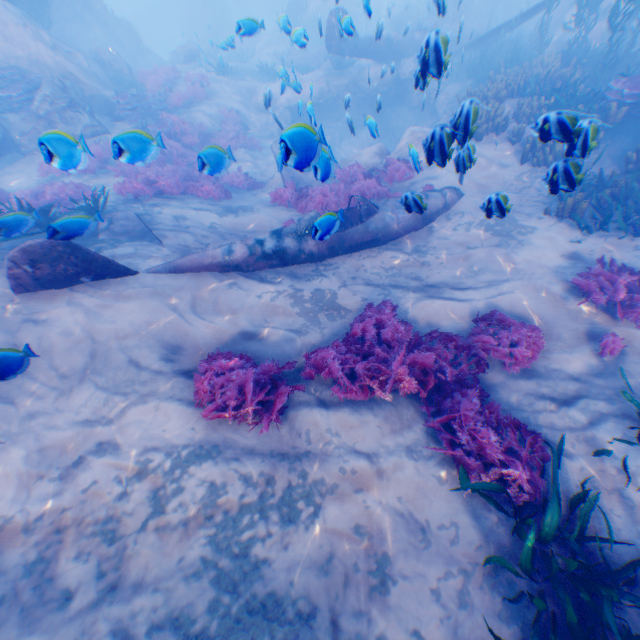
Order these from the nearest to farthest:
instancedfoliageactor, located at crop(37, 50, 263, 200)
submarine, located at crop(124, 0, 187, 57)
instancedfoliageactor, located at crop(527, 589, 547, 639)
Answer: instancedfoliageactor, located at crop(527, 589, 547, 639), instancedfoliageactor, located at crop(37, 50, 263, 200), submarine, located at crop(124, 0, 187, 57)

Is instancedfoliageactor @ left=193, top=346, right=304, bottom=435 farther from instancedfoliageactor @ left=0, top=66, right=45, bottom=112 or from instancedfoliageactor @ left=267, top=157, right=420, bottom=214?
instancedfoliageactor @ left=0, top=66, right=45, bottom=112

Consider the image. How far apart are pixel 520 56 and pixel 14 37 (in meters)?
21.73

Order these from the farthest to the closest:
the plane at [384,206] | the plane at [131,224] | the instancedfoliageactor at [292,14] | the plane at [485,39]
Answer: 1. the plane at [485,39]
2. the instancedfoliageactor at [292,14]
3. the plane at [131,224]
4. the plane at [384,206]

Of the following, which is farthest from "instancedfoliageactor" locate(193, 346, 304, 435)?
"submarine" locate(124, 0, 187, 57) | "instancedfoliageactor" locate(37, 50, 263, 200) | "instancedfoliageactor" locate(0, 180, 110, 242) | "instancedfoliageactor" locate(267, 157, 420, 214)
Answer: "submarine" locate(124, 0, 187, 57)

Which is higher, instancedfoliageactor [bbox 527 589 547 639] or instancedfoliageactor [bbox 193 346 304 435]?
instancedfoliageactor [bbox 193 346 304 435]

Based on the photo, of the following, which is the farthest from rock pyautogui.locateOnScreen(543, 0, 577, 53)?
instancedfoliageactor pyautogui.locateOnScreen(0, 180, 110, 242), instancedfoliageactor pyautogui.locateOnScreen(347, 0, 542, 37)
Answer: instancedfoliageactor pyautogui.locateOnScreen(0, 180, 110, 242)

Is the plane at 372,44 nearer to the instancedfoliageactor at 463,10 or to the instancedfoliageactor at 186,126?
the instancedfoliageactor at 463,10
